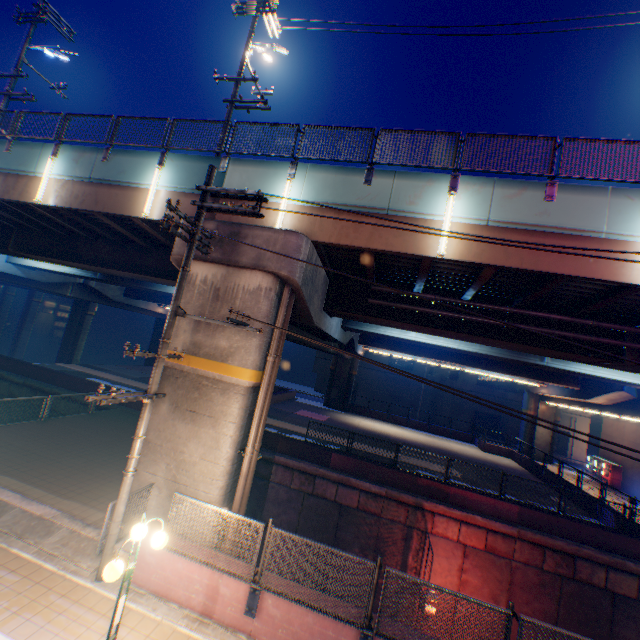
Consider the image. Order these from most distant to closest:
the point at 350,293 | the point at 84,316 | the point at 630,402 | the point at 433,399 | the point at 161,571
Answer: the point at 433,399 → the point at 84,316 → the point at 630,402 → the point at 350,293 → the point at 161,571

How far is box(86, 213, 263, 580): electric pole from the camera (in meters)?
6.96

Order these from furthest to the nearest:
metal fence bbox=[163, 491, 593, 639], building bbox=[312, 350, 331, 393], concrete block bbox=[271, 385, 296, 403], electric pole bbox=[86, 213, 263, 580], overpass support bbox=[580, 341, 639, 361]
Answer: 1. building bbox=[312, 350, 331, 393]
2. concrete block bbox=[271, 385, 296, 403]
3. overpass support bbox=[580, 341, 639, 361]
4. electric pole bbox=[86, 213, 263, 580]
5. metal fence bbox=[163, 491, 593, 639]

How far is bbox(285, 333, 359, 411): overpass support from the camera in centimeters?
1925cm

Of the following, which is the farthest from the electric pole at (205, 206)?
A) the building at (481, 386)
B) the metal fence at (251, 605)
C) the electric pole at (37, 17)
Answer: the building at (481, 386)

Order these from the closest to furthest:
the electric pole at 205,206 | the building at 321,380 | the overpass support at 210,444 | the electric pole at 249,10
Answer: the electric pole at 205,206
the overpass support at 210,444
the electric pole at 249,10
the building at 321,380

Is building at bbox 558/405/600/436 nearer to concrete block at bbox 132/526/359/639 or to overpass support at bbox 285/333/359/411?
overpass support at bbox 285/333/359/411

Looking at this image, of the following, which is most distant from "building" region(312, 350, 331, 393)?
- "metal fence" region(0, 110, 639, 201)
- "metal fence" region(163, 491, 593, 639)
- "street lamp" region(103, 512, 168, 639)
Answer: "street lamp" region(103, 512, 168, 639)
